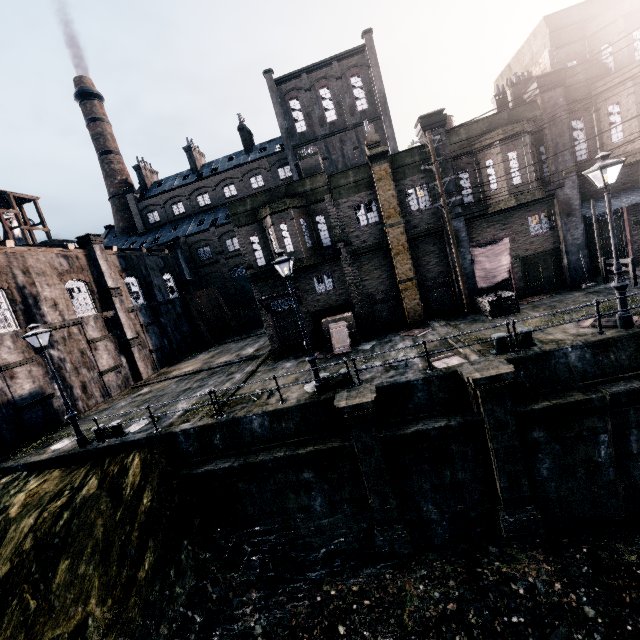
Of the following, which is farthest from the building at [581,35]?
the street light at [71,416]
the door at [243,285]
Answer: the street light at [71,416]

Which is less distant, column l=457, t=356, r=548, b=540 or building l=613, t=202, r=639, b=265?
column l=457, t=356, r=548, b=540

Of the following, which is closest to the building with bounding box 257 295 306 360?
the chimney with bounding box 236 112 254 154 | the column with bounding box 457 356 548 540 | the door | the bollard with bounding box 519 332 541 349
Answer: the door

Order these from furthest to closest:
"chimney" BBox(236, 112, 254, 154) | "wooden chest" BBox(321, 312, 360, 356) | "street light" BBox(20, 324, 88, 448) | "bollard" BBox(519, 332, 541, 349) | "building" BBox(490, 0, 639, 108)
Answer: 1. "chimney" BBox(236, 112, 254, 154)
2. "wooden chest" BBox(321, 312, 360, 356)
3. "building" BBox(490, 0, 639, 108)
4. "street light" BBox(20, 324, 88, 448)
5. "bollard" BBox(519, 332, 541, 349)

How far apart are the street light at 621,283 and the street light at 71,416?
22.1 meters

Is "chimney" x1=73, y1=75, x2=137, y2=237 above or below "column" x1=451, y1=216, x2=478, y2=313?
above

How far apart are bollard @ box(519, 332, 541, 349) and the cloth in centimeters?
755cm

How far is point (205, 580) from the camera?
11.4 meters
